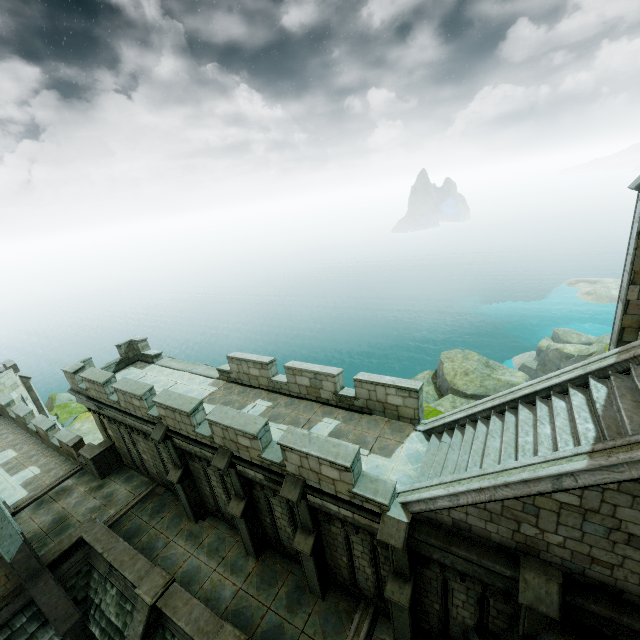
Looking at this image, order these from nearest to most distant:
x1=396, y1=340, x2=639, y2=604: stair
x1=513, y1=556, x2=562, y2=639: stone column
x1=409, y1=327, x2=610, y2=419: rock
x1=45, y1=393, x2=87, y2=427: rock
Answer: x1=396, y1=340, x2=639, y2=604: stair → x1=513, y1=556, x2=562, y2=639: stone column → x1=409, y1=327, x2=610, y2=419: rock → x1=45, y1=393, x2=87, y2=427: rock

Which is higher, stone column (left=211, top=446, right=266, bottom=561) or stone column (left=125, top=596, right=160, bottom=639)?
stone column (left=211, top=446, right=266, bottom=561)

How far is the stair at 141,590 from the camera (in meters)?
10.37

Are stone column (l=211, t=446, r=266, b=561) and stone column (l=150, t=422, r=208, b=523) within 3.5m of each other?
yes

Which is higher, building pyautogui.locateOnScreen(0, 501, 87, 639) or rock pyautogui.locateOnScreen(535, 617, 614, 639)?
rock pyautogui.locateOnScreen(535, 617, 614, 639)

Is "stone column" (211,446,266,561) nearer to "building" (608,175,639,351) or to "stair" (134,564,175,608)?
"stair" (134,564,175,608)

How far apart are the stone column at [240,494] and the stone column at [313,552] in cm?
213

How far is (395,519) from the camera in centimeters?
743cm
